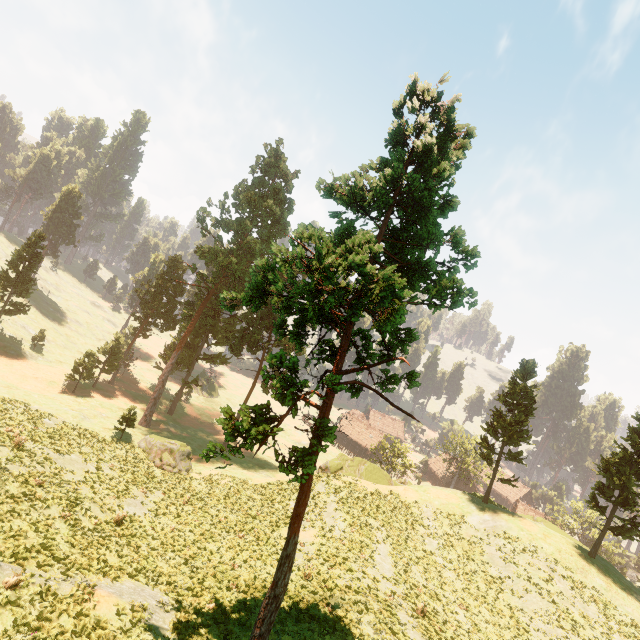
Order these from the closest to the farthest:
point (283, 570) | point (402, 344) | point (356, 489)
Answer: point (283, 570) < point (402, 344) < point (356, 489)

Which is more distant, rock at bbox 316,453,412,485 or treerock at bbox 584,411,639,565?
rock at bbox 316,453,412,485

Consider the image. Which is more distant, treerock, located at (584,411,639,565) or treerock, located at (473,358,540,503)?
treerock, located at (473,358,540,503)

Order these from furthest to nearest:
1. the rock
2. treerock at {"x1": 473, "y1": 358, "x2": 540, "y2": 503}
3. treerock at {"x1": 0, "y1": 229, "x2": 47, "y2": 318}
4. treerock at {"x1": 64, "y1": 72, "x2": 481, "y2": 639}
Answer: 1. treerock at {"x1": 0, "y1": 229, "x2": 47, "y2": 318}
2. the rock
3. treerock at {"x1": 473, "y1": 358, "x2": 540, "y2": 503}
4. treerock at {"x1": 64, "y1": 72, "x2": 481, "y2": 639}

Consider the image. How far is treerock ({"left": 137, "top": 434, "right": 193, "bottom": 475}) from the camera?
32.1m

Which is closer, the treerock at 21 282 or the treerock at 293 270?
the treerock at 293 270

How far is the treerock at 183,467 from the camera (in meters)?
32.08
